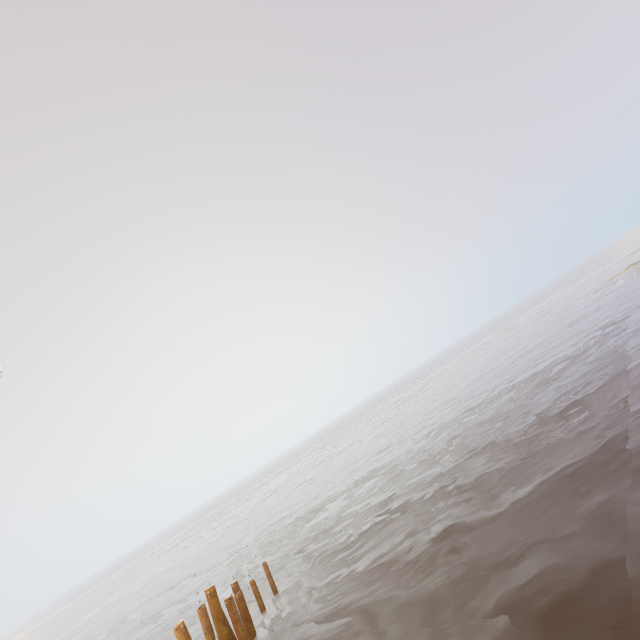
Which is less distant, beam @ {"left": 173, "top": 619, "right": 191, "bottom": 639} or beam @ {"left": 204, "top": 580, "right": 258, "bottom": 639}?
beam @ {"left": 173, "top": 619, "right": 191, "bottom": 639}

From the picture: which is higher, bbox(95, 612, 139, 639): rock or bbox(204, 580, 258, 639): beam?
bbox(204, 580, 258, 639): beam

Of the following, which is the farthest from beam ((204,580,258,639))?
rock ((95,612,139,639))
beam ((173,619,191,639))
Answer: rock ((95,612,139,639))

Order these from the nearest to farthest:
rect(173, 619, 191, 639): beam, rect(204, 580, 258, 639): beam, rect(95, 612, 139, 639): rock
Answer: rect(173, 619, 191, 639): beam → rect(204, 580, 258, 639): beam → rect(95, 612, 139, 639): rock

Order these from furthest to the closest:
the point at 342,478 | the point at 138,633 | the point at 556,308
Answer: the point at 556,308, the point at 342,478, the point at 138,633

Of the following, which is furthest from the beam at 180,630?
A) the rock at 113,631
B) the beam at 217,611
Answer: the rock at 113,631

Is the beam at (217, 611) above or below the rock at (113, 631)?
above

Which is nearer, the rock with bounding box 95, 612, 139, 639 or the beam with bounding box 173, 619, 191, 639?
the beam with bounding box 173, 619, 191, 639
